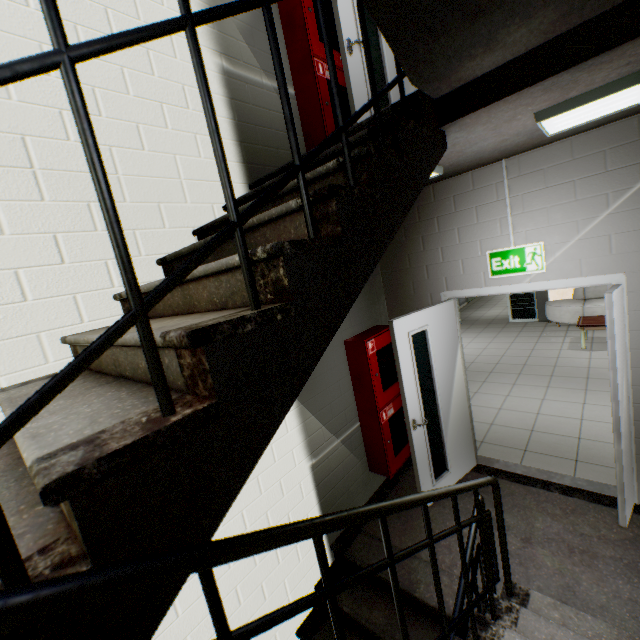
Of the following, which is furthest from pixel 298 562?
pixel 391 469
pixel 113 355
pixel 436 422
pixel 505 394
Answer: pixel 505 394

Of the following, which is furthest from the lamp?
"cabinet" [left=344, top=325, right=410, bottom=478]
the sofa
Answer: the sofa

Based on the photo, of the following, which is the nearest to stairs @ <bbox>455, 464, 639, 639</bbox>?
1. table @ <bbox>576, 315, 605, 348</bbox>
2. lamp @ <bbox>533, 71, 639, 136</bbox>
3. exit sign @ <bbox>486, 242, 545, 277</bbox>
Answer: lamp @ <bbox>533, 71, 639, 136</bbox>

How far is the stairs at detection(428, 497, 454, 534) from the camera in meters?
3.2 m

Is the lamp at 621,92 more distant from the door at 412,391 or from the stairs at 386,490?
the door at 412,391

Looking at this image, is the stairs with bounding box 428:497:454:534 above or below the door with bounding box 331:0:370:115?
below

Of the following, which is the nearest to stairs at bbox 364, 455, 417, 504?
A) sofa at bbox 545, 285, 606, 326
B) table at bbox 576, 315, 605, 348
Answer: table at bbox 576, 315, 605, 348

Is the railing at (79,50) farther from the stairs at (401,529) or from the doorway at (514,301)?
the doorway at (514,301)
